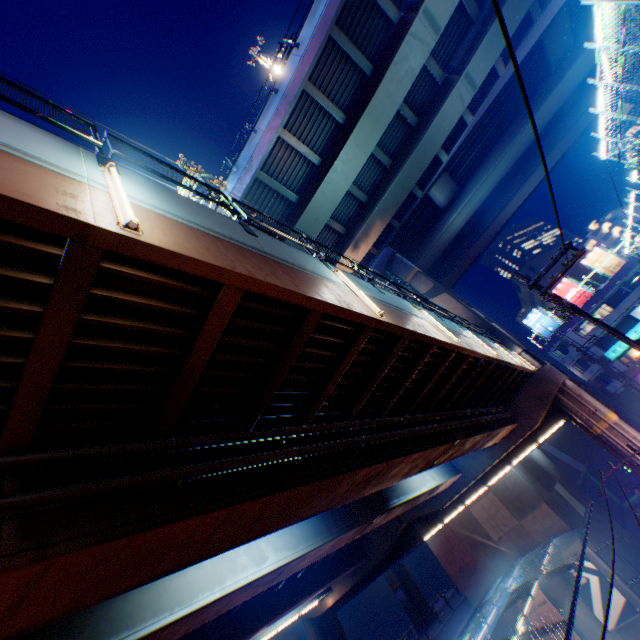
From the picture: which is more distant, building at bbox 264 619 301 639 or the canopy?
building at bbox 264 619 301 639

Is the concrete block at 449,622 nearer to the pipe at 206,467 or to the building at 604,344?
the pipe at 206,467

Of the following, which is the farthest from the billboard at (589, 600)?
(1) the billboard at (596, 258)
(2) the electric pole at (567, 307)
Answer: (1) the billboard at (596, 258)

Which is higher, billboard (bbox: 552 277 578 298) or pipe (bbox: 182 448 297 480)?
billboard (bbox: 552 277 578 298)

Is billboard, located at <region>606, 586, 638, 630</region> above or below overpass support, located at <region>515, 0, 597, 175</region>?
below

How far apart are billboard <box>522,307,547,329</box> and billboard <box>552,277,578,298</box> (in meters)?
3.27

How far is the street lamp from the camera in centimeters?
337cm

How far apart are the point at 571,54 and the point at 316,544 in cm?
4072
